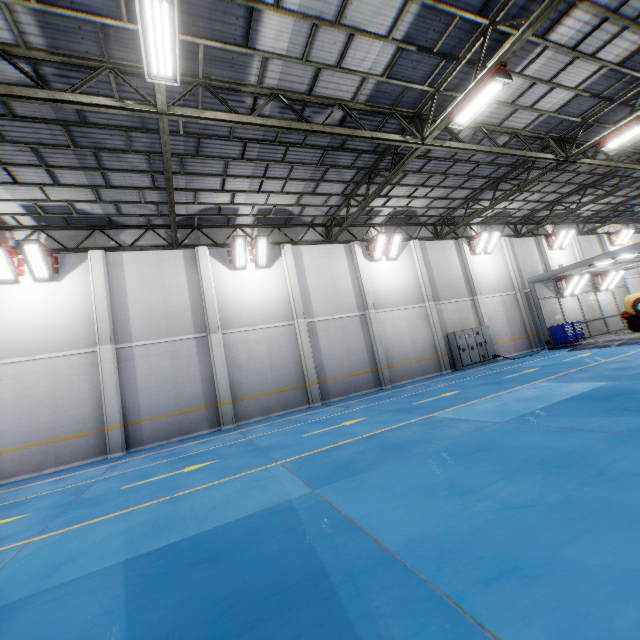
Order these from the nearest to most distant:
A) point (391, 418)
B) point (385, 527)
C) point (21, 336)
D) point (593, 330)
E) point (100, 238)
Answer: point (385, 527) → point (391, 418) → point (21, 336) → point (100, 238) → point (593, 330)

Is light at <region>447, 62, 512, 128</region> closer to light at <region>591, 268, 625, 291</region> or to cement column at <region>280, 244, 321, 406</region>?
cement column at <region>280, 244, 321, 406</region>

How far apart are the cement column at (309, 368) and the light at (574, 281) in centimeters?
1657cm

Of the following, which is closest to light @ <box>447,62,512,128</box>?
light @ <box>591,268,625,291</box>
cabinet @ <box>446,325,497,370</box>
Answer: cabinet @ <box>446,325,497,370</box>

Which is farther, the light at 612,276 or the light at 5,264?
the light at 612,276

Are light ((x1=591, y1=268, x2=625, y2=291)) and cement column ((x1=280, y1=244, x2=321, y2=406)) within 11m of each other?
no

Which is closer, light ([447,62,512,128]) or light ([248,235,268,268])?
light ([447,62,512,128])

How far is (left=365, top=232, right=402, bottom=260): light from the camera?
17.22m
